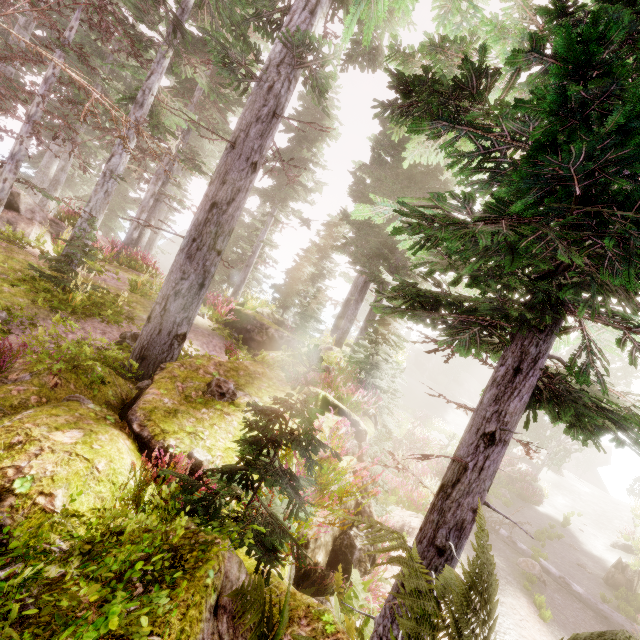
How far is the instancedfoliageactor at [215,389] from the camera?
5.0 meters

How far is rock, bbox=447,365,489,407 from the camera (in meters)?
43.58

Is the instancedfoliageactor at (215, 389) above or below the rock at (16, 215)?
below

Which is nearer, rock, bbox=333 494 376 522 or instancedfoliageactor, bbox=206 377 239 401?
instancedfoliageactor, bbox=206 377 239 401

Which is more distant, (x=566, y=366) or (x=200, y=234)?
(x=200, y=234)

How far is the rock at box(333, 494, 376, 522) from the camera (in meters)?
5.92

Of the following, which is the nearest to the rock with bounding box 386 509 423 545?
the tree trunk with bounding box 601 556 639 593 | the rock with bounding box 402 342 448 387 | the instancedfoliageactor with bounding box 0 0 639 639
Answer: the instancedfoliageactor with bounding box 0 0 639 639
